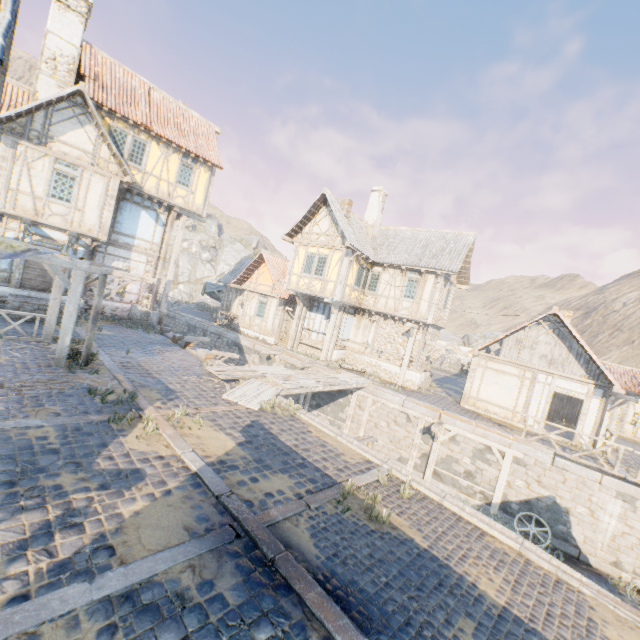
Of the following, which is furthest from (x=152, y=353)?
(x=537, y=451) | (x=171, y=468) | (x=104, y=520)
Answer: (x=537, y=451)

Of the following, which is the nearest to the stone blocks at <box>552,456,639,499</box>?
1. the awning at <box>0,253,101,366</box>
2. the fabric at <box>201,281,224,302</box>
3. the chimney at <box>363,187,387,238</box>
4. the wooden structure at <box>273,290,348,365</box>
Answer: the wooden structure at <box>273,290,348,365</box>

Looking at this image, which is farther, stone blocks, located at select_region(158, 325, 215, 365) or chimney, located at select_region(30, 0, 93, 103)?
chimney, located at select_region(30, 0, 93, 103)

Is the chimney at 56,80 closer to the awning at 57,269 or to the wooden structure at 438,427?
the awning at 57,269

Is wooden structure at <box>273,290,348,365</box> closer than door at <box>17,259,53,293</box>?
No

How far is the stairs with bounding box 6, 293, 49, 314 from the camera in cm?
1257

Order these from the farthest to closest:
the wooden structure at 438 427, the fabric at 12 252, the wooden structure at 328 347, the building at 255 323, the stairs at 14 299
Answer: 1. the building at 255 323
2. the wooden structure at 328 347
3. the wooden structure at 438 427
4. the stairs at 14 299
5. the fabric at 12 252
